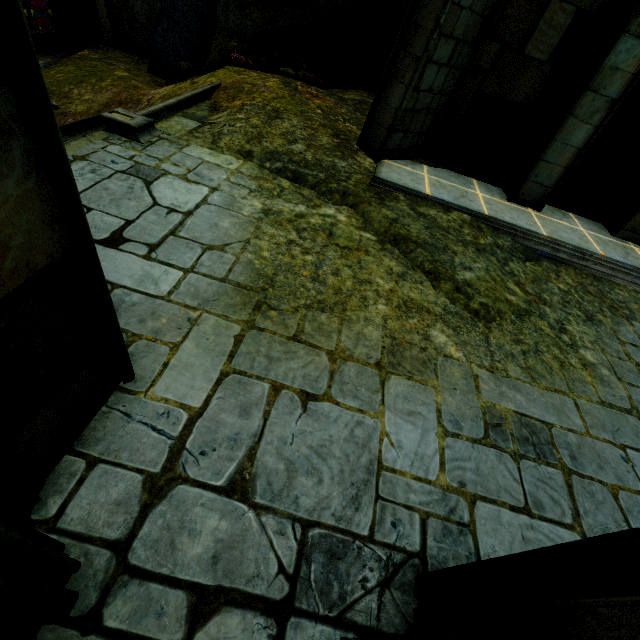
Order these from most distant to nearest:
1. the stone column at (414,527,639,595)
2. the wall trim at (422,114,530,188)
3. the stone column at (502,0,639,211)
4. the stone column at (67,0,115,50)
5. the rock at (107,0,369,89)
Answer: the stone column at (67,0,115,50) → the rock at (107,0,369,89) → the wall trim at (422,114,530,188) → the stone column at (502,0,639,211) → the stone column at (414,527,639,595)

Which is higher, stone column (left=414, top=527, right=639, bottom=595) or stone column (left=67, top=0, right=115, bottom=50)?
stone column (left=414, top=527, right=639, bottom=595)

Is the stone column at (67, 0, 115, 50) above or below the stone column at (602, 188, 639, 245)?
below

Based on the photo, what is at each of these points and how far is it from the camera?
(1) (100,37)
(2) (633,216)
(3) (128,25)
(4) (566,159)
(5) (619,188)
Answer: (1) stone column, 11.9m
(2) stone column, 6.3m
(3) rock, 12.2m
(4) stone column, 5.9m
(5) wall trim, 6.4m

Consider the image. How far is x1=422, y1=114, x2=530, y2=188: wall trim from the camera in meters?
6.2

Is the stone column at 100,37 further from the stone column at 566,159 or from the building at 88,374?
the stone column at 566,159

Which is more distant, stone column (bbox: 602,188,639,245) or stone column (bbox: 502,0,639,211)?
stone column (bbox: 602,188,639,245)

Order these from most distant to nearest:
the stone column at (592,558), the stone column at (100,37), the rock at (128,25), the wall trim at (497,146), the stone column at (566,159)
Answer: the stone column at (100,37), the rock at (128,25), the wall trim at (497,146), the stone column at (566,159), the stone column at (592,558)
